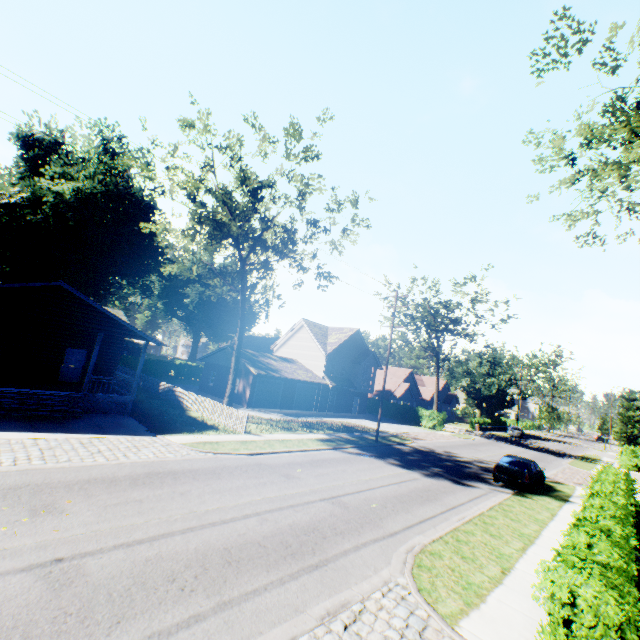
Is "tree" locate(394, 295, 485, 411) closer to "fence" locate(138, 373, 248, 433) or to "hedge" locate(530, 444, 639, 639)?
"hedge" locate(530, 444, 639, 639)

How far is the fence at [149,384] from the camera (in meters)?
20.02

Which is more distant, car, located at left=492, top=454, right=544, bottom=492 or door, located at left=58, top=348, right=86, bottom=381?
door, located at left=58, top=348, right=86, bottom=381

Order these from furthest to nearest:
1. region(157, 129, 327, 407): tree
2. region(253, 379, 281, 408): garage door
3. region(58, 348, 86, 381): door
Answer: region(253, 379, 281, 408): garage door → region(58, 348, 86, 381): door → region(157, 129, 327, 407): tree

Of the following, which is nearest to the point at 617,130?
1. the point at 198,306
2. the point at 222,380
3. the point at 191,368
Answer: the point at 222,380

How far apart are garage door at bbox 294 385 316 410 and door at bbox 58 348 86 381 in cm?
1993

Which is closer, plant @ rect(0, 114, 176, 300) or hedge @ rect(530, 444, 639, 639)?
hedge @ rect(530, 444, 639, 639)

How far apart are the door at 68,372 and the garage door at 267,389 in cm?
1442
